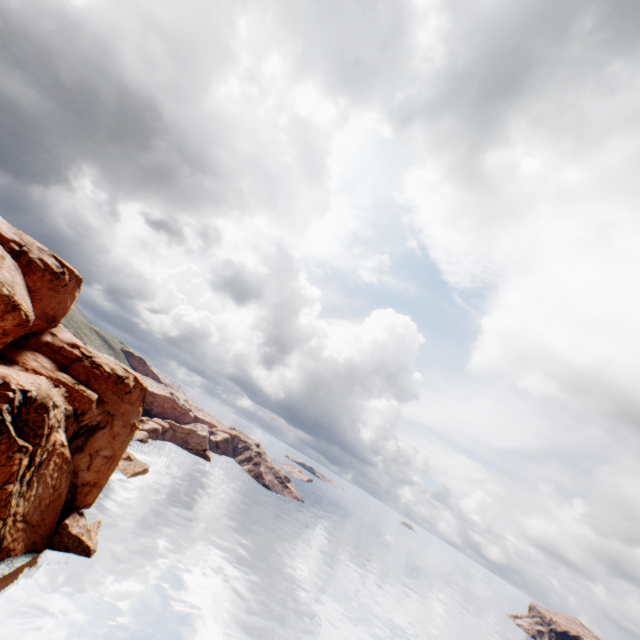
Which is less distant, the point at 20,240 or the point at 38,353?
the point at 20,240
